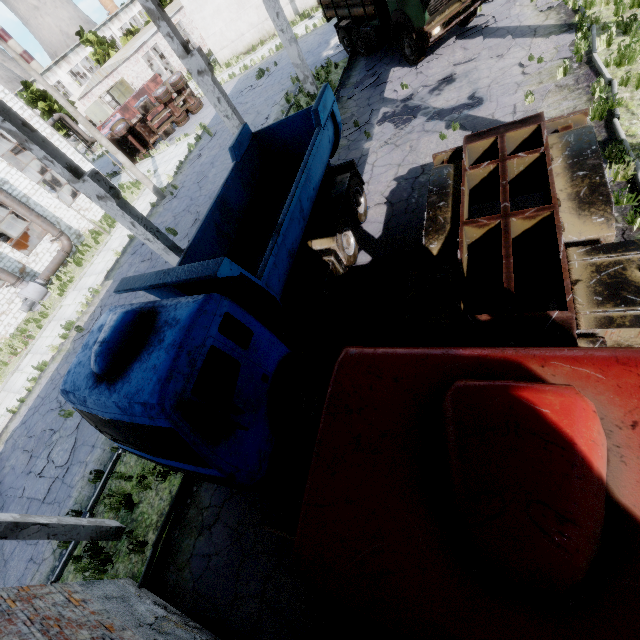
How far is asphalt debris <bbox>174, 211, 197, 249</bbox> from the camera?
14.67m

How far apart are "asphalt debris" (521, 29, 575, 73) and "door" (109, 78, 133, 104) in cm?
4269

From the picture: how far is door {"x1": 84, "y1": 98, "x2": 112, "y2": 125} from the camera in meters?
39.5

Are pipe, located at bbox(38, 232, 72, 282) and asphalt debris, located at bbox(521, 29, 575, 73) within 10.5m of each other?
no

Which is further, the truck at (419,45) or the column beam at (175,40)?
the truck at (419,45)

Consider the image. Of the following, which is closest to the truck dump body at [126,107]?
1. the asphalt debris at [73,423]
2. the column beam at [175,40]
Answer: the column beam at [175,40]

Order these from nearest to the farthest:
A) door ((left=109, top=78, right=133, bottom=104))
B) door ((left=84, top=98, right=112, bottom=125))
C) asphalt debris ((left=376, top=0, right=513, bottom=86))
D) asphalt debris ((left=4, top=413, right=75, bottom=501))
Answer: asphalt debris ((left=4, top=413, right=75, bottom=501)), asphalt debris ((left=376, top=0, right=513, bottom=86)), door ((left=109, top=78, right=133, bottom=104)), door ((left=84, top=98, right=112, bottom=125))

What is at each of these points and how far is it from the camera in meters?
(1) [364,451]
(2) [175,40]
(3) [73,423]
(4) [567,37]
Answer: (1) truck, 2.3 m
(2) column beam, 9.9 m
(3) asphalt debris, 11.2 m
(4) asphalt debris, 9.5 m
